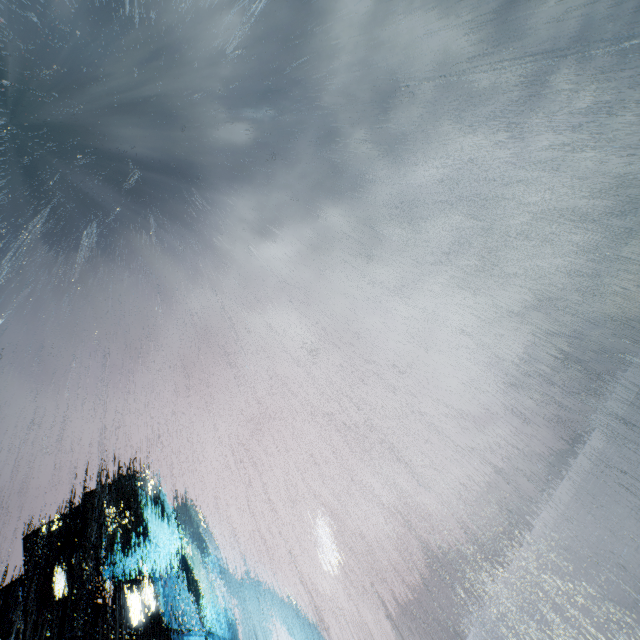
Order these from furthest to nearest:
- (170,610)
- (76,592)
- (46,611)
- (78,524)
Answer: (78,524) → (170,610) → (76,592) → (46,611)
